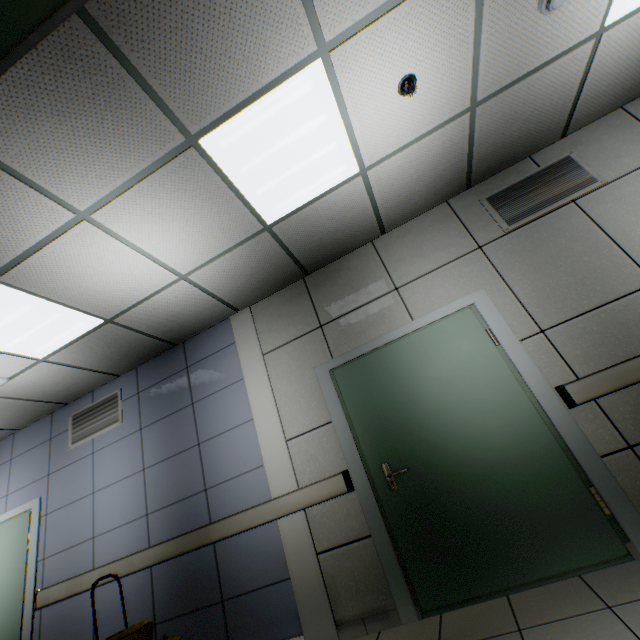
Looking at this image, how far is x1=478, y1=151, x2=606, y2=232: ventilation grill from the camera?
3.1m

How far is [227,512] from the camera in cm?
327

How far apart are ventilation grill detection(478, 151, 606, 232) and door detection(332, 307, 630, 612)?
0.95m

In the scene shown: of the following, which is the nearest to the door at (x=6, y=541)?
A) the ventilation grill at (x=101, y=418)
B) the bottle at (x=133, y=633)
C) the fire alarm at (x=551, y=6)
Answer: the ventilation grill at (x=101, y=418)

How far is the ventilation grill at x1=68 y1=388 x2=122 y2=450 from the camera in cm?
425

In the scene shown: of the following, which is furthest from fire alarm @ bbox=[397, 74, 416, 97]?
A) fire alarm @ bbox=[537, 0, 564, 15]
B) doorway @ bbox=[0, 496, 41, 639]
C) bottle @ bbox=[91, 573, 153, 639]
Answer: doorway @ bbox=[0, 496, 41, 639]

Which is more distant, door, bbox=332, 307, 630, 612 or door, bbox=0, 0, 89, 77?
door, bbox=332, 307, 630, 612

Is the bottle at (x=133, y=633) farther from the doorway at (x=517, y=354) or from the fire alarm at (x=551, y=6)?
the fire alarm at (x=551, y=6)
